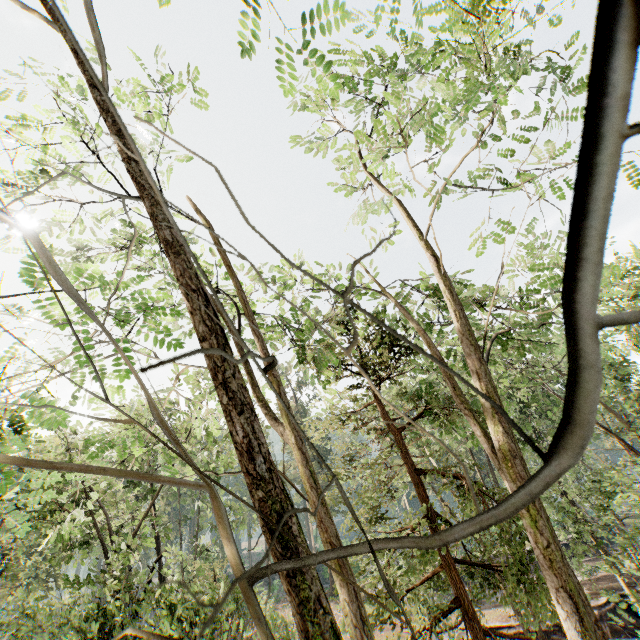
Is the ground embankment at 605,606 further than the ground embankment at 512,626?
No

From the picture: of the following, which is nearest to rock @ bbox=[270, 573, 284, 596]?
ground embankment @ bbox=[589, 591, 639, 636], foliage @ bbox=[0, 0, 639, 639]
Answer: foliage @ bbox=[0, 0, 639, 639]

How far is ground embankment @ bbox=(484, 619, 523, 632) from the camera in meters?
21.2

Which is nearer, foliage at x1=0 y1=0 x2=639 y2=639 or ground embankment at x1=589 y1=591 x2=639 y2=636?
foliage at x1=0 y1=0 x2=639 y2=639

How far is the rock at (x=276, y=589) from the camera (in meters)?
42.50

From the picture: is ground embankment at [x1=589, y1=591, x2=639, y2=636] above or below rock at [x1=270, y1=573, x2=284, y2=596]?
below

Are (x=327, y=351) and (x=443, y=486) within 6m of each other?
yes
